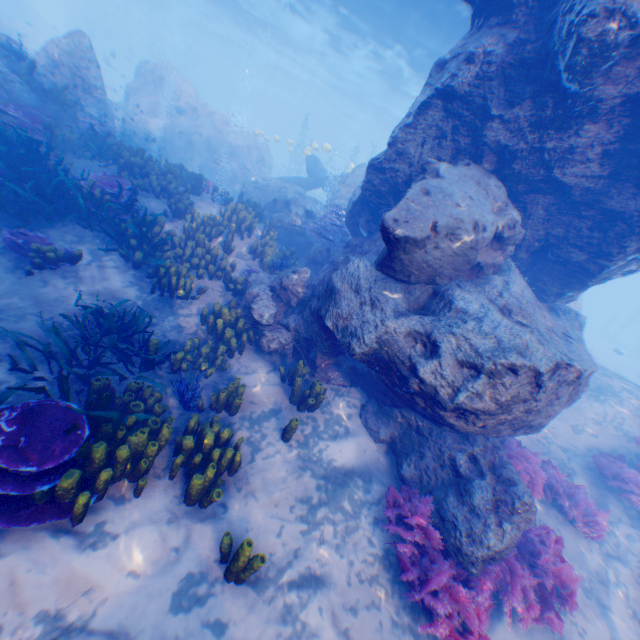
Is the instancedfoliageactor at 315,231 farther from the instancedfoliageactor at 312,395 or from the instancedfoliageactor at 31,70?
the instancedfoliageactor at 31,70

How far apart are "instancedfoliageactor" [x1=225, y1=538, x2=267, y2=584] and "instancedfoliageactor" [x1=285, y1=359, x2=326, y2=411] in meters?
2.6

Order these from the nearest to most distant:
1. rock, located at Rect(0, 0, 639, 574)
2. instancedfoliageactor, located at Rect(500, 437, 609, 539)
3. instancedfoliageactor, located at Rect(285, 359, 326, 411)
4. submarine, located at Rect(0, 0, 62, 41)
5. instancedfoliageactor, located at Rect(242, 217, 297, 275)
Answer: rock, located at Rect(0, 0, 639, 574), instancedfoliageactor, located at Rect(285, 359, 326, 411), instancedfoliageactor, located at Rect(500, 437, 609, 539), instancedfoliageactor, located at Rect(242, 217, 297, 275), submarine, located at Rect(0, 0, 62, 41)

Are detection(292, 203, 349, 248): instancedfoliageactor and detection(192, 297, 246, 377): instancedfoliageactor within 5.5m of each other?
yes

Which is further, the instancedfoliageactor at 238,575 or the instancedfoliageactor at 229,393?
the instancedfoliageactor at 229,393

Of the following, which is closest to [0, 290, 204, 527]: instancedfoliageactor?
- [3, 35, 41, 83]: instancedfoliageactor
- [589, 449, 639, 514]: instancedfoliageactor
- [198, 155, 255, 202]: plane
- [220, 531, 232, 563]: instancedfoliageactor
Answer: [220, 531, 232, 563]: instancedfoliageactor

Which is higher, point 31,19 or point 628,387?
point 31,19

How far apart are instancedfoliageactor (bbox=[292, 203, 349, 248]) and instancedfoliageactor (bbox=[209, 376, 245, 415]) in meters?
6.2
